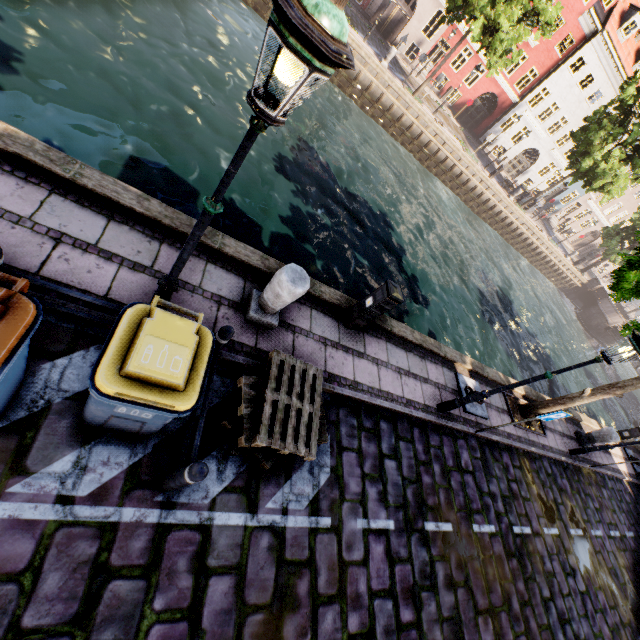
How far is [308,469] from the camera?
4.6 meters

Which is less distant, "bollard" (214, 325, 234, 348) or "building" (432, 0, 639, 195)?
"bollard" (214, 325, 234, 348)

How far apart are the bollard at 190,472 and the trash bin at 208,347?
0.40m

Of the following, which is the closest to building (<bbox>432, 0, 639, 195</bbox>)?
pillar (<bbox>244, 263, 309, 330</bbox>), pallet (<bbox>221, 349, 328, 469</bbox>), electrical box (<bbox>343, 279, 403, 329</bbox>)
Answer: electrical box (<bbox>343, 279, 403, 329</bbox>)

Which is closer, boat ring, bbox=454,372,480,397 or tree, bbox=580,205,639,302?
tree, bbox=580,205,639,302

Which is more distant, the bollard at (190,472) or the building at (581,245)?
the building at (581,245)

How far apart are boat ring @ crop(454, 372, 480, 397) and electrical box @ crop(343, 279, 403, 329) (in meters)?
3.48

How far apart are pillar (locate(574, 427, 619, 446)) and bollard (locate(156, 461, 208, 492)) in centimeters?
1366cm
